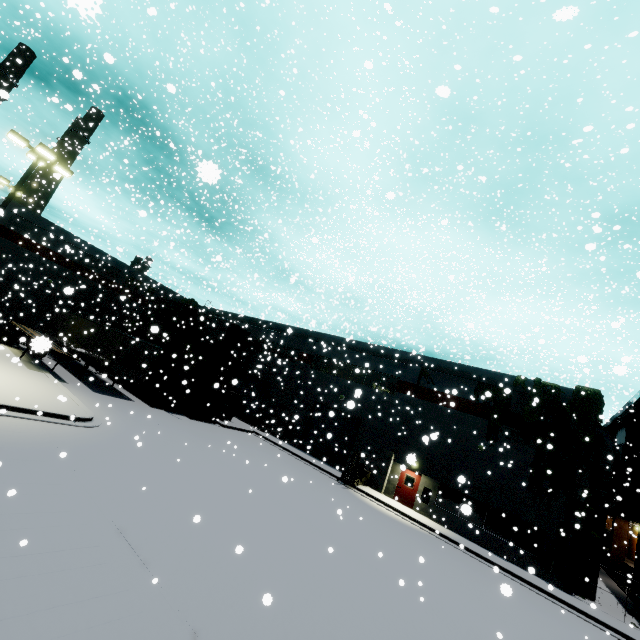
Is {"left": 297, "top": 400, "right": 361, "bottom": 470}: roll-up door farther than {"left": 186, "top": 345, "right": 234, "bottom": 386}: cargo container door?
Yes

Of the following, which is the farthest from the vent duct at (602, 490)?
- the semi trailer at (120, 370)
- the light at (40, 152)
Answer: the light at (40, 152)

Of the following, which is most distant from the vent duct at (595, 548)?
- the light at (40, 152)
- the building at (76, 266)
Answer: the light at (40, 152)

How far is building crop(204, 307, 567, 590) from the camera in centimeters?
1881cm

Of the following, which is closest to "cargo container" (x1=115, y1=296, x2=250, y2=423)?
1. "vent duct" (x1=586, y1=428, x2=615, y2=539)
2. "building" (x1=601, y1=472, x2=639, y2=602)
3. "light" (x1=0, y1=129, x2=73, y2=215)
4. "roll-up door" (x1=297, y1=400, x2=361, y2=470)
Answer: "roll-up door" (x1=297, y1=400, x2=361, y2=470)

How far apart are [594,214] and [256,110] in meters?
18.4 m

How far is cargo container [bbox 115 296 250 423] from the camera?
23.6m

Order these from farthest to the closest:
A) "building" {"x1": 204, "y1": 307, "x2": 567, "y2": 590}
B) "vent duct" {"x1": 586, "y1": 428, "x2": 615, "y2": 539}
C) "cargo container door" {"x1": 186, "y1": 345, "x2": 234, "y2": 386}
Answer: "cargo container door" {"x1": 186, "y1": 345, "x2": 234, "y2": 386}, "building" {"x1": 204, "y1": 307, "x2": 567, "y2": 590}, "vent duct" {"x1": 586, "y1": 428, "x2": 615, "y2": 539}
